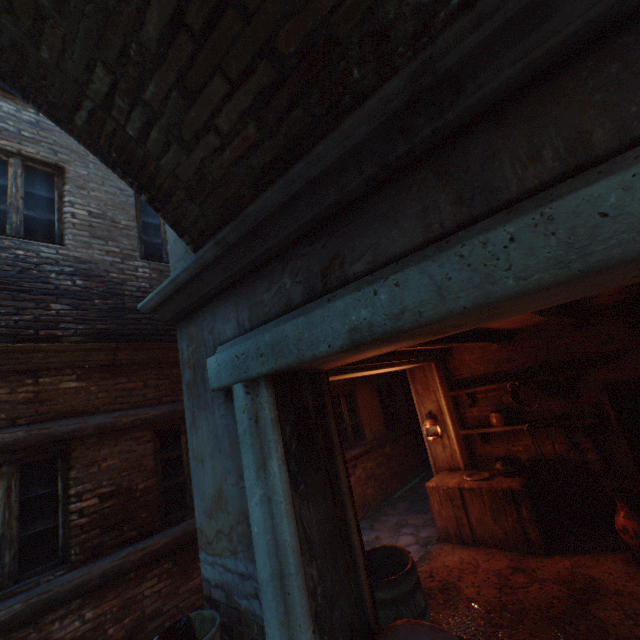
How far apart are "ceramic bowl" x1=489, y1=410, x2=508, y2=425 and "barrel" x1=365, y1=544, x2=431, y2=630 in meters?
3.2

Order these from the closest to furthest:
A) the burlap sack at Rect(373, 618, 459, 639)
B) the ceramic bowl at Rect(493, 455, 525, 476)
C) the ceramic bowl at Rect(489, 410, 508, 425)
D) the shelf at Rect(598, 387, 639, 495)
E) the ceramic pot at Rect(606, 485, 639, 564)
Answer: the burlap sack at Rect(373, 618, 459, 639) < the ceramic pot at Rect(606, 485, 639, 564) < the shelf at Rect(598, 387, 639, 495) < the ceramic bowl at Rect(493, 455, 525, 476) < the ceramic bowl at Rect(489, 410, 508, 425)

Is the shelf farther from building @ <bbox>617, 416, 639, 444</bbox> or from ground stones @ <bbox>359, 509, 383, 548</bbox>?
ground stones @ <bbox>359, 509, 383, 548</bbox>

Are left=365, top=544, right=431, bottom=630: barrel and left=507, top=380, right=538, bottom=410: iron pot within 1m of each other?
no

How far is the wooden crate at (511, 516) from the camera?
4.4 meters

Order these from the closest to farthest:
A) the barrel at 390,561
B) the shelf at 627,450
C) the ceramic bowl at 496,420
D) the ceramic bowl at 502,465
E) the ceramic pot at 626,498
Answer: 1. the barrel at 390,561
2. the ceramic pot at 626,498
3. the shelf at 627,450
4. the ceramic bowl at 502,465
5. the ceramic bowl at 496,420

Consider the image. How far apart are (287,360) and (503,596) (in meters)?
4.14

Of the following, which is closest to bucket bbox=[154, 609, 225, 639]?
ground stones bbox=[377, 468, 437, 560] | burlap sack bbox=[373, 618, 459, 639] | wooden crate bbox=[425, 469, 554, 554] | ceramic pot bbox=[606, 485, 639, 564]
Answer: burlap sack bbox=[373, 618, 459, 639]
